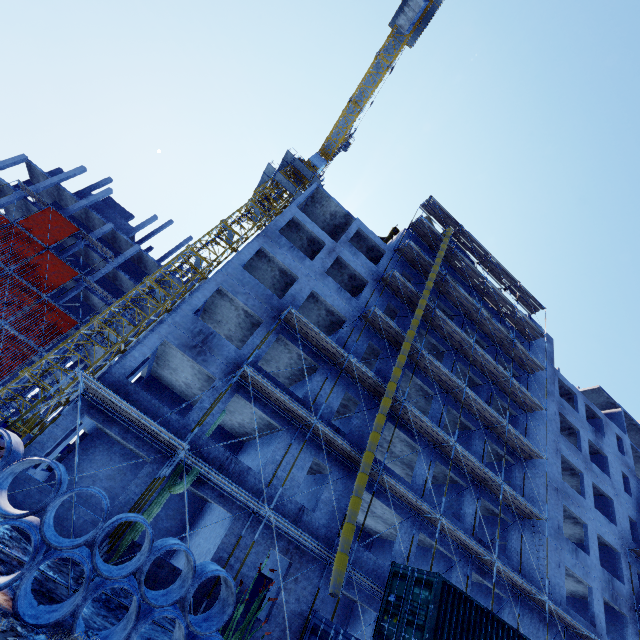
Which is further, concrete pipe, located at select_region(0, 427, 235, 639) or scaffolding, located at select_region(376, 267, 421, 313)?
scaffolding, located at select_region(376, 267, 421, 313)

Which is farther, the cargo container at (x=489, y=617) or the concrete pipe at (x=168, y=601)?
the cargo container at (x=489, y=617)

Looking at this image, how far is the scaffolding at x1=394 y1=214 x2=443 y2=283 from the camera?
24.52m

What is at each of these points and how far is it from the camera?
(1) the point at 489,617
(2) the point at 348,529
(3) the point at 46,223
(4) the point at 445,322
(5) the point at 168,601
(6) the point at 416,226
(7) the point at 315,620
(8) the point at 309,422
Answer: (1) cargo container, 10.8m
(2) waste chute, 11.8m
(3) scaffolding, 34.3m
(4) scaffolding, 22.9m
(5) concrete pipe, 7.5m
(6) scaffolding, 27.5m
(7) cargo container, 9.8m
(8) scaffolding, 14.8m

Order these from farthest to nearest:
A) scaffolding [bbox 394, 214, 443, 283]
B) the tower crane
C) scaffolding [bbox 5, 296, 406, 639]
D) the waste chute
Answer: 1. scaffolding [bbox 394, 214, 443, 283]
2. the tower crane
3. the waste chute
4. scaffolding [bbox 5, 296, 406, 639]

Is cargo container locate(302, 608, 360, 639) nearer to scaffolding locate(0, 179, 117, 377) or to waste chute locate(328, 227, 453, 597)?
waste chute locate(328, 227, 453, 597)

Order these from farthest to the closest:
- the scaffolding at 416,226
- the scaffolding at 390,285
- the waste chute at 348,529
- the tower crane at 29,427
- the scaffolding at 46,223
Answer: the scaffolding at 46,223
the scaffolding at 416,226
the scaffolding at 390,285
the tower crane at 29,427
the waste chute at 348,529

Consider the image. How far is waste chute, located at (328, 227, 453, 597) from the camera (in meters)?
10.85
